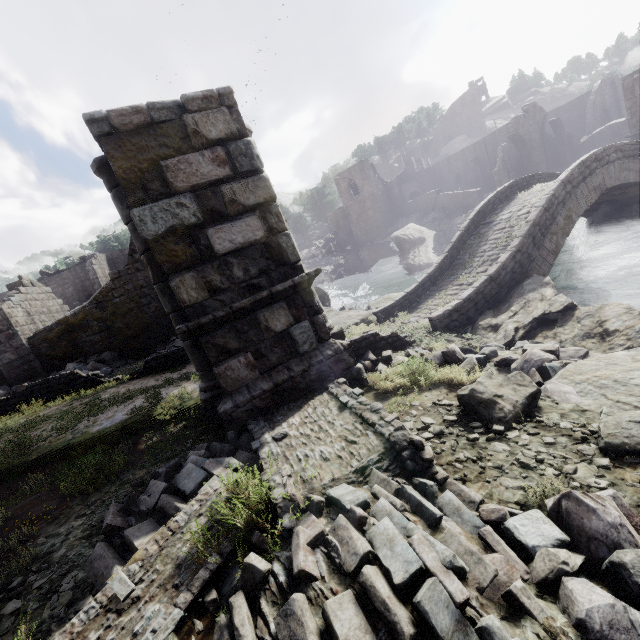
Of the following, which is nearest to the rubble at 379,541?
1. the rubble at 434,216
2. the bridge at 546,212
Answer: the bridge at 546,212

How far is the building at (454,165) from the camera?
40.3 meters

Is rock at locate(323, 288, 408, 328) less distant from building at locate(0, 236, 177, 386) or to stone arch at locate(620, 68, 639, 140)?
stone arch at locate(620, 68, 639, 140)

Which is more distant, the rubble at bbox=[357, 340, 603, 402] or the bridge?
the bridge

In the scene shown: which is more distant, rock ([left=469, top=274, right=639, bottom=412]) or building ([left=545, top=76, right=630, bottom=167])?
building ([left=545, top=76, right=630, bottom=167])

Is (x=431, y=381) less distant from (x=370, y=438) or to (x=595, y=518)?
(x=370, y=438)

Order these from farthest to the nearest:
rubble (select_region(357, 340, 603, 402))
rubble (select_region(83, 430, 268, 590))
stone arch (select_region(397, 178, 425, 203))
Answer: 1. stone arch (select_region(397, 178, 425, 203))
2. rubble (select_region(357, 340, 603, 402))
3. rubble (select_region(83, 430, 268, 590))

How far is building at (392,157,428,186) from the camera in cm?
5325
